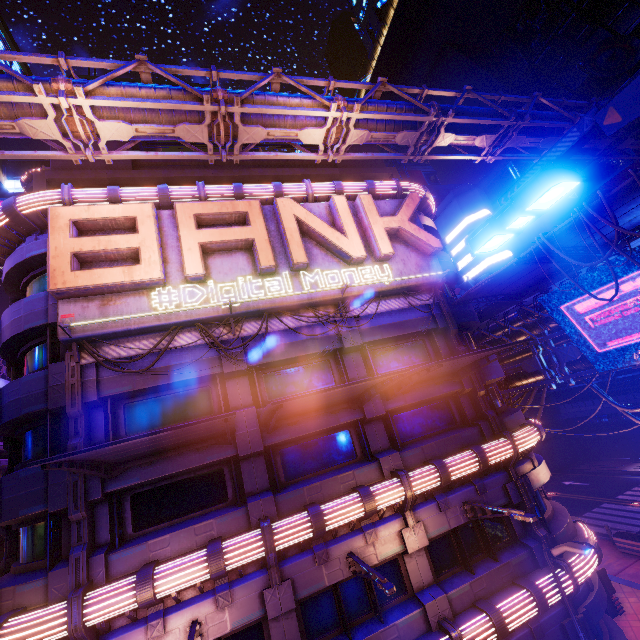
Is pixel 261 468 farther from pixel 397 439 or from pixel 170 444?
pixel 397 439

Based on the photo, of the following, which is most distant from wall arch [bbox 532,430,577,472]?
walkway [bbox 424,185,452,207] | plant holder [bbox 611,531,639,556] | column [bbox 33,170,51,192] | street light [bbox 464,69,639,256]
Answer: street light [bbox 464,69,639,256]

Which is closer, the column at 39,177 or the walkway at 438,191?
the column at 39,177

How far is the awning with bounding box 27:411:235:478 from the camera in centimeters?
673cm

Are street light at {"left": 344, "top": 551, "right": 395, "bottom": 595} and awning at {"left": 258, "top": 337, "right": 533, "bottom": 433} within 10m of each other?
yes

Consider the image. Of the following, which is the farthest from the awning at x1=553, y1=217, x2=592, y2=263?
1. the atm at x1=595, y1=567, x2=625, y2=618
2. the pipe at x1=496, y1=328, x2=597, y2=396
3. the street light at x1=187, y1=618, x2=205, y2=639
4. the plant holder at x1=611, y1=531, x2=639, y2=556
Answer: the plant holder at x1=611, y1=531, x2=639, y2=556

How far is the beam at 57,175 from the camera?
15.4m

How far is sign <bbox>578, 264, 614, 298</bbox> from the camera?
13.1 meters
